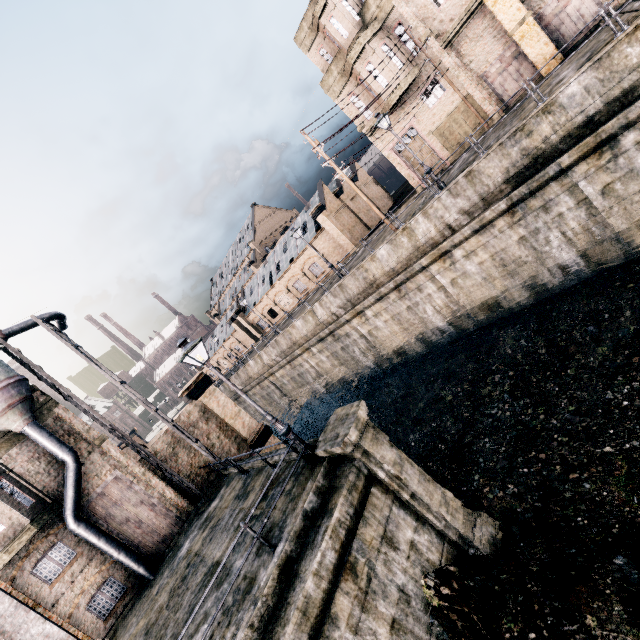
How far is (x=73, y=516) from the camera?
14.4 meters

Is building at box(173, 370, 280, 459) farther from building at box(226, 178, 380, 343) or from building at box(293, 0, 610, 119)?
building at box(293, 0, 610, 119)

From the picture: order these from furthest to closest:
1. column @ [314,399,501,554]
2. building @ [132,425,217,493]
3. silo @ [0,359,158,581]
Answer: building @ [132,425,217,493], silo @ [0,359,158,581], column @ [314,399,501,554]

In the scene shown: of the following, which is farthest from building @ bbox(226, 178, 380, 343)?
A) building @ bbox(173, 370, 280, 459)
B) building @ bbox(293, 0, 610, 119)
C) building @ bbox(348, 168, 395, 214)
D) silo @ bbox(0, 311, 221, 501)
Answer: silo @ bbox(0, 311, 221, 501)

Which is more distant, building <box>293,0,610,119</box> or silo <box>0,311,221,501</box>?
building <box>293,0,610,119</box>

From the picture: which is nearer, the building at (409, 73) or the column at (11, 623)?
the column at (11, 623)

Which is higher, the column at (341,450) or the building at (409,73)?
the building at (409,73)
